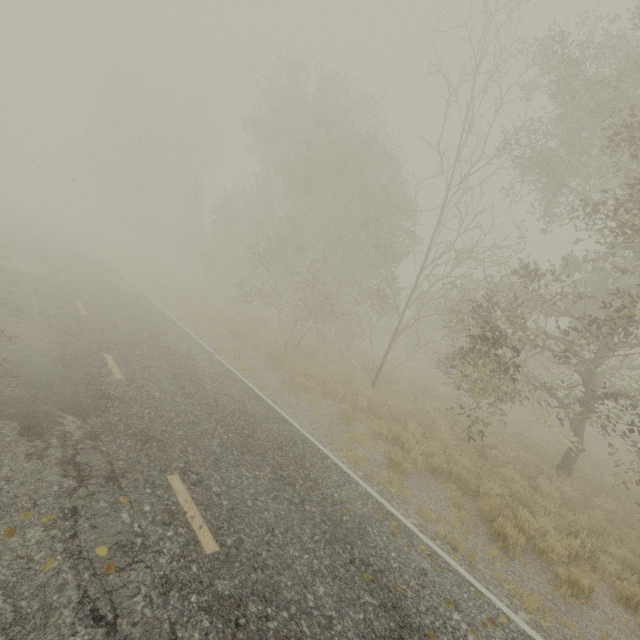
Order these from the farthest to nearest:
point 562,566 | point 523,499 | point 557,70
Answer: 1. point 557,70
2. point 523,499
3. point 562,566
